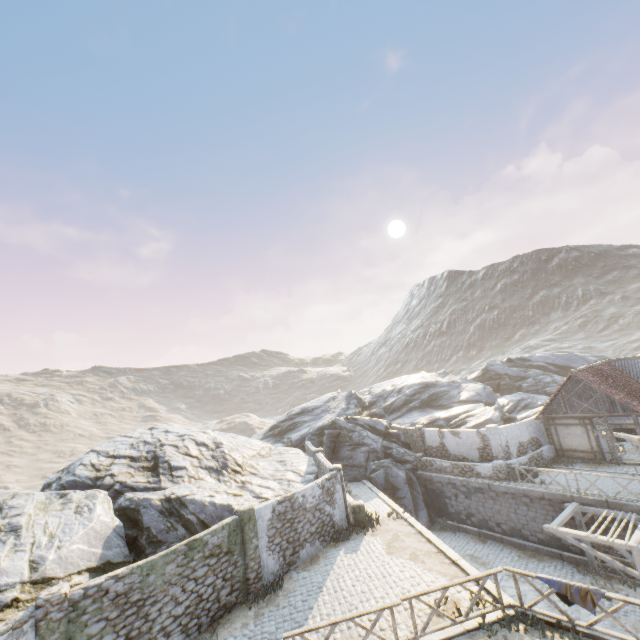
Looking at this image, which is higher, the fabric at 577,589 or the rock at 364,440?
the rock at 364,440

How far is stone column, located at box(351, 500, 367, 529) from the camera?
17.08m

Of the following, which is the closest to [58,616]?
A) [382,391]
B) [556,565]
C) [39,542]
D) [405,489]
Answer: [39,542]

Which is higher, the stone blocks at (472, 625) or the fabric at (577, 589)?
the fabric at (577, 589)

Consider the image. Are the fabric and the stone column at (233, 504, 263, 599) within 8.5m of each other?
no

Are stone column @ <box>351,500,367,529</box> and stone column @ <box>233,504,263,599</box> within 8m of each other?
yes

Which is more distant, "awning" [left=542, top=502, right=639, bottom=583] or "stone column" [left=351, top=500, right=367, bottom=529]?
"stone column" [left=351, top=500, right=367, bottom=529]

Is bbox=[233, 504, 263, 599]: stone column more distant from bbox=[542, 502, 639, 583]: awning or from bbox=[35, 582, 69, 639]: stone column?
bbox=[542, 502, 639, 583]: awning
